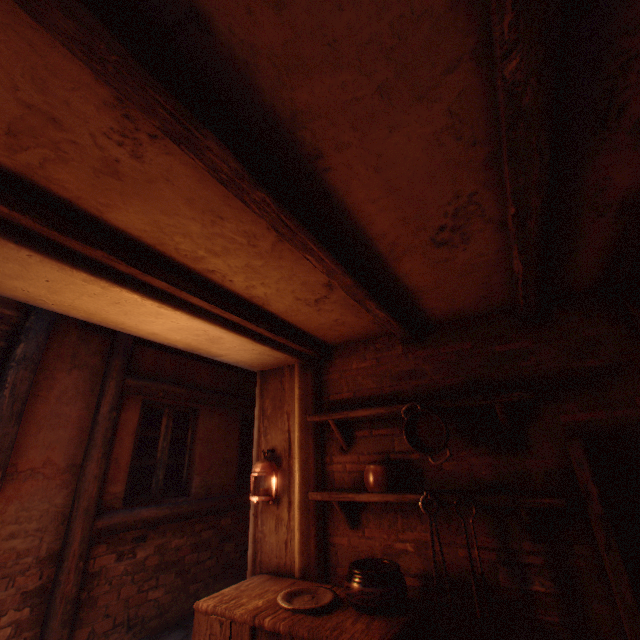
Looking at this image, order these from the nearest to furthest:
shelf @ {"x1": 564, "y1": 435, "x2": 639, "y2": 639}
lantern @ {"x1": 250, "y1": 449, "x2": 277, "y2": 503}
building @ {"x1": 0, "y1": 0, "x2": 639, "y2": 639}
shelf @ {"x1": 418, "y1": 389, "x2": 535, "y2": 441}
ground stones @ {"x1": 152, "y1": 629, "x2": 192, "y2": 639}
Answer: building @ {"x1": 0, "y1": 0, "x2": 639, "y2": 639} → shelf @ {"x1": 564, "y1": 435, "x2": 639, "y2": 639} → shelf @ {"x1": 418, "y1": 389, "x2": 535, "y2": 441} → lantern @ {"x1": 250, "y1": 449, "x2": 277, "y2": 503} → ground stones @ {"x1": 152, "y1": 629, "x2": 192, "y2": 639}

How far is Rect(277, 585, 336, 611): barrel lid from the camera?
2.1 meters

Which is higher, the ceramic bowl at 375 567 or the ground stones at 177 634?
the ceramic bowl at 375 567

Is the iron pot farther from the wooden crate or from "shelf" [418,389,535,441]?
the wooden crate

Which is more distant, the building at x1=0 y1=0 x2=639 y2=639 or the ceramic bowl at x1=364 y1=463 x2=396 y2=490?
the ceramic bowl at x1=364 y1=463 x2=396 y2=490

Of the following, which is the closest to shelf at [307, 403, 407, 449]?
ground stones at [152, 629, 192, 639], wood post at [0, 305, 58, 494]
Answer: ground stones at [152, 629, 192, 639]

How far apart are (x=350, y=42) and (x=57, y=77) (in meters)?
1.01

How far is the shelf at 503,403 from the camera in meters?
2.4
